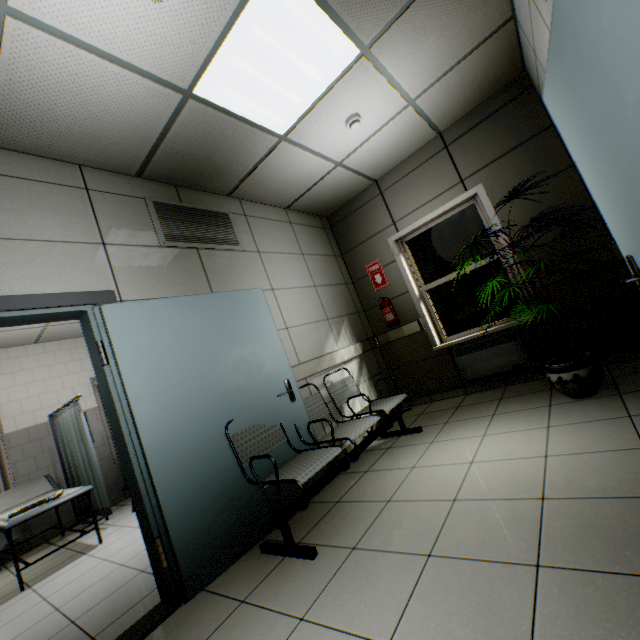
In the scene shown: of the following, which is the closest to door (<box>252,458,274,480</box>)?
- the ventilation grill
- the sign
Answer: the ventilation grill

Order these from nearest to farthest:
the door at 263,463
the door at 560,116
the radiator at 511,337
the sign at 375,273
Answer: the door at 560,116 → the door at 263,463 → the radiator at 511,337 → the sign at 375,273

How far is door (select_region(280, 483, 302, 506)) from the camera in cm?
267

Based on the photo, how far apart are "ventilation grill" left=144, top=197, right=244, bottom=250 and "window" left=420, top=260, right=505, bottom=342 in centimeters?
256cm

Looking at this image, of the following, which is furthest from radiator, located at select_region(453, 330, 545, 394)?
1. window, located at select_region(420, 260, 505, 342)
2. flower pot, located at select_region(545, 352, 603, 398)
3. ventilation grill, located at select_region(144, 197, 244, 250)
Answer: ventilation grill, located at select_region(144, 197, 244, 250)

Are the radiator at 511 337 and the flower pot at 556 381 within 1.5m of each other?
yes

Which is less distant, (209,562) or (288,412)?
(209,562)

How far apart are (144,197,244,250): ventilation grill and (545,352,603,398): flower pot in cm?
331
